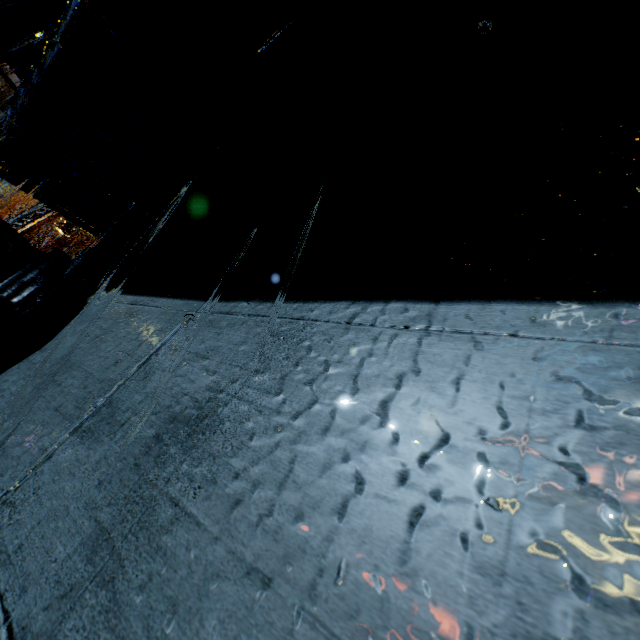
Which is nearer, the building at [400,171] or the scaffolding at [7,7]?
the building at [400,171]

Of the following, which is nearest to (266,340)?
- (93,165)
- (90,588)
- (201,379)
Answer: (201,379)

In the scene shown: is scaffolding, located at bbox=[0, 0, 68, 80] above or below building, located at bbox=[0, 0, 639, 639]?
above

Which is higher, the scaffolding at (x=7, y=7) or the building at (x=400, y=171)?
the scaffolding at (x=7, y=7)

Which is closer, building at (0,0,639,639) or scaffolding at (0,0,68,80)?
building at (0,0,639,639)
